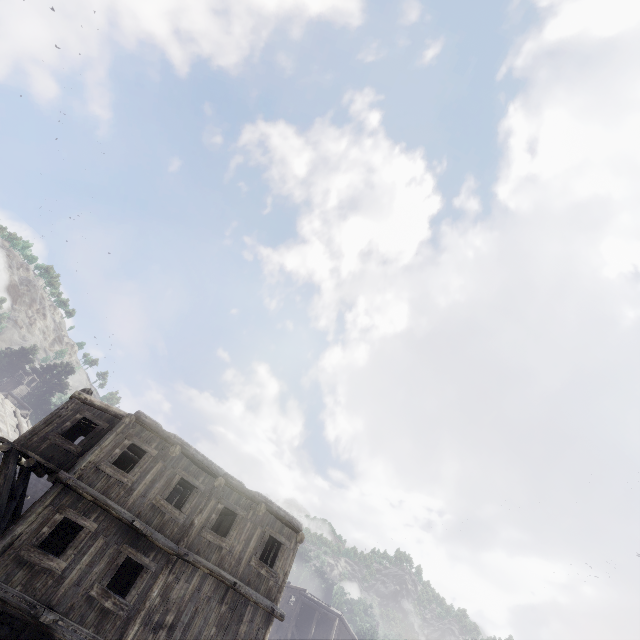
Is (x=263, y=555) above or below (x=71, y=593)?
above
